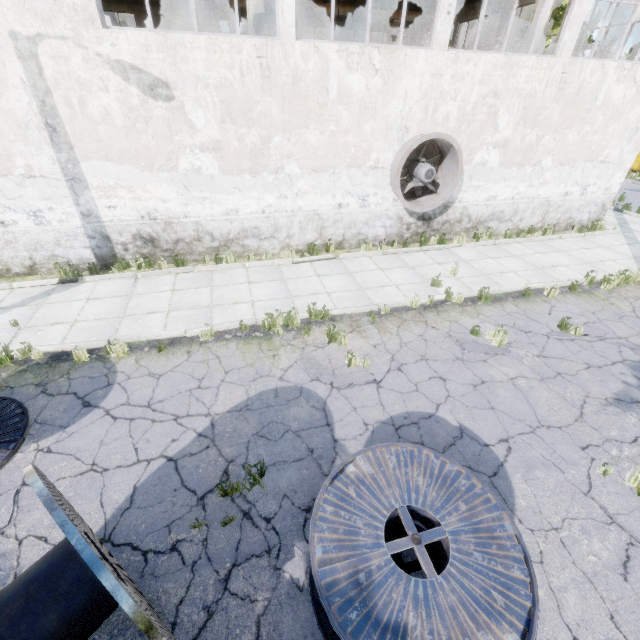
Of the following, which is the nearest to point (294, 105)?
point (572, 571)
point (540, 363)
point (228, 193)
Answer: point (228, 193)

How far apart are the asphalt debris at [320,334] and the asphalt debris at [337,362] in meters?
0.1

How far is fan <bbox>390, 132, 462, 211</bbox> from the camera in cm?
929

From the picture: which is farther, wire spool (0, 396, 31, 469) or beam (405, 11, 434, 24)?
beam (405, 11, 434, 24)

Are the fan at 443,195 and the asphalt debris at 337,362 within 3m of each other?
no

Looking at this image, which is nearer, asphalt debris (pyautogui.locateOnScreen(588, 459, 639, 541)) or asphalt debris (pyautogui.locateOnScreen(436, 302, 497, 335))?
asphalt debris (pyautogui.locateOnScreen(588, 459, 639, 541))

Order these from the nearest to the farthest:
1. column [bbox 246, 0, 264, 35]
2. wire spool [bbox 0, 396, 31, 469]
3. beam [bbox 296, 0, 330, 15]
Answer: wire spool [bbox 0, 396, 31, 469]
column [bbox 246, 0, 264, 35]
beam [bbox 296, 0, 330, 15]

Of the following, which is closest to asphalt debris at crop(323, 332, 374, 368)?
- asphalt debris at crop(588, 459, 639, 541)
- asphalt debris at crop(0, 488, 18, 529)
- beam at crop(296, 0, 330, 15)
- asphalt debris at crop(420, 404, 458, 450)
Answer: asphalt debris at crop(420, 404, 458, 450)
